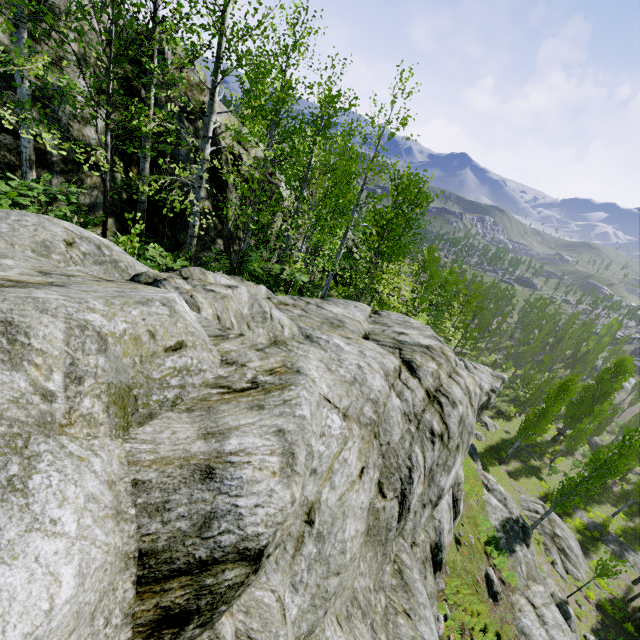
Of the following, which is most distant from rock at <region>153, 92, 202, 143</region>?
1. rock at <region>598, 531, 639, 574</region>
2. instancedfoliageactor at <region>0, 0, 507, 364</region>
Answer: rock at <region>598, 531, 639, 574</region>

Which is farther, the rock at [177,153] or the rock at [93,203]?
the rock at [177,153]

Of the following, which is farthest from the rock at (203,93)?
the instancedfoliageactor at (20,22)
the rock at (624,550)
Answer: Answer: the rock at (624,550)

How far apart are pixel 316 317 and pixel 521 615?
14.8m

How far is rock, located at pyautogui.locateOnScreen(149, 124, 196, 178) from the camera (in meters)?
10.10

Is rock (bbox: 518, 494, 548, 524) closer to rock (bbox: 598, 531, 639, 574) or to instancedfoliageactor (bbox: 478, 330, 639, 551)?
instancedfoliageactor (bbox: 478, 330, 639, 551)

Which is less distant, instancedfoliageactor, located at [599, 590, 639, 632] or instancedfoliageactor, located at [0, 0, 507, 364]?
instancedfoliageactor, located at [0, 0, 507, 364]
